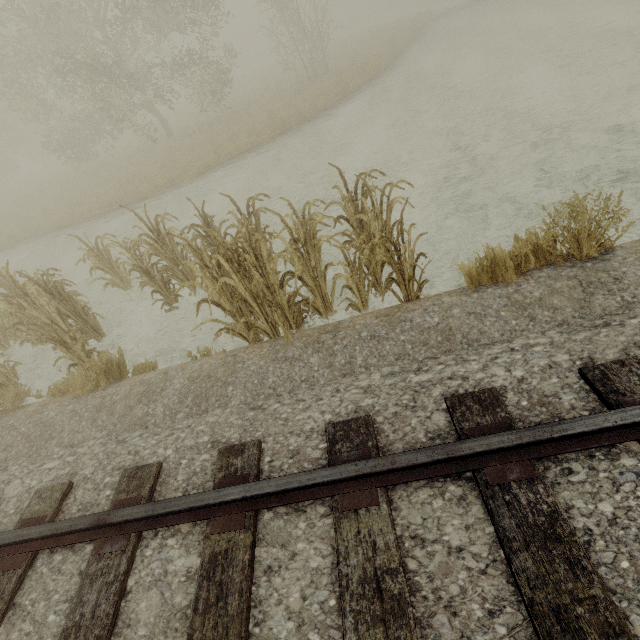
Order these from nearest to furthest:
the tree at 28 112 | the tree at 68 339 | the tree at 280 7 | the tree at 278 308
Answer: the tree at 278 308 < the tree at 68 339 < the tree at 28 112 < the tree at 280 7

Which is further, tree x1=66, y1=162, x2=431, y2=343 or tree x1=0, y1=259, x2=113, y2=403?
tree x1=0, y1=259, x2=113, y2=403

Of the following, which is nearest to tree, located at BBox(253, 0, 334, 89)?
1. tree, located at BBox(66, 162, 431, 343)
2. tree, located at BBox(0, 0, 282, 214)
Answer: tree, located at BBox(0, 0, 282, 214)

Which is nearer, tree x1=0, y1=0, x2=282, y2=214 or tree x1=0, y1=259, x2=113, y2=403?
tree x1=0, y1=259, x2=113, y2=403

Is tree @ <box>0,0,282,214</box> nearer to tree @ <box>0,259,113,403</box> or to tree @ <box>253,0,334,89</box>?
tree @ <box>253,0,334,89</box>

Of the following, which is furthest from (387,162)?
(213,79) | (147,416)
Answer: (213,79)

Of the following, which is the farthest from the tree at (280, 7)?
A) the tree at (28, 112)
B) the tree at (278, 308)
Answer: the tree at (278, 308)

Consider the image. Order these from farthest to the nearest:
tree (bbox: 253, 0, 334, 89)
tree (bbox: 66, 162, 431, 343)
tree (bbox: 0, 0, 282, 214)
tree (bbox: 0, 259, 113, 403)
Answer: tree (bbox: 253, 0, 334, 89) < tree (bbox: 0, 0, 282, 214) < tree (bbox: 0, 259, 113, 403) < tree (bbox: 66, 162, 431, 343)
